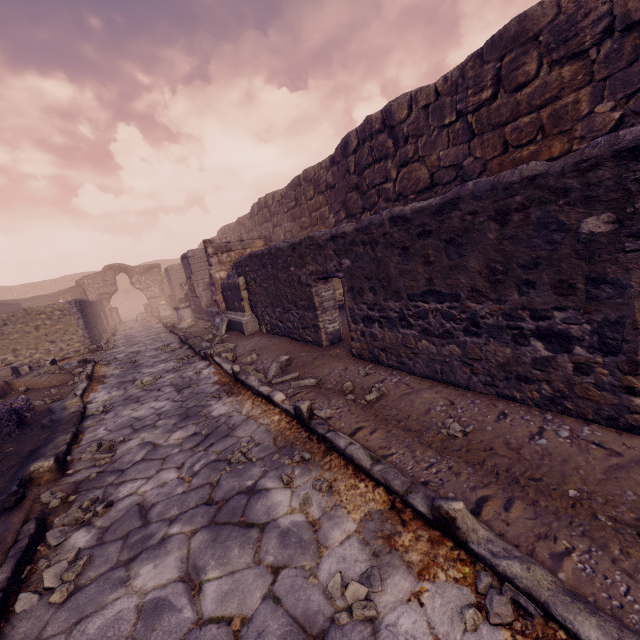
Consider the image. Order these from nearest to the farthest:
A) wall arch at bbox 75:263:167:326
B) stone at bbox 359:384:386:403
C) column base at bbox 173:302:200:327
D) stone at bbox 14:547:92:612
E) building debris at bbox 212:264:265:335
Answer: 1. stone at bbox 14:547:92:612
2. stone at bbox 359:384:386:403
3. building debris at bbox 212:264:265:335
4. column base at bbox 173:302:200:327
5. wall arch at bbox 75:263:167:326

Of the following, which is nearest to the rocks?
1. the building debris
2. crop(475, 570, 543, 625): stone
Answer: the building debris

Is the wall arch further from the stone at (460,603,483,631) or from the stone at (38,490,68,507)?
the stone at (460,603,483,631)

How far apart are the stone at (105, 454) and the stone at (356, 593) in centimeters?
309cm

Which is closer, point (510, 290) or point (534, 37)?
point (510, 290)

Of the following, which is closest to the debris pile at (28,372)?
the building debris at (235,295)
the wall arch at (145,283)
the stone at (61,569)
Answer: the building debris at (235,295)

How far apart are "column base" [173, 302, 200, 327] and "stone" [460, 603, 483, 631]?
13.03m

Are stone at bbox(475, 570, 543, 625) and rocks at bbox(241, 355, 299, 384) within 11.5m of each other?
yes
